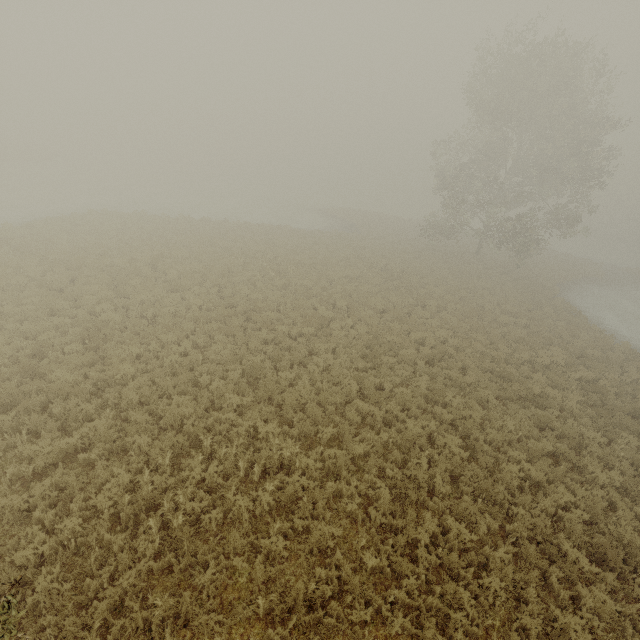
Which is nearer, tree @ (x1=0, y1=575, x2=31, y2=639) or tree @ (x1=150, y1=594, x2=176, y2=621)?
tree @ (x1=0, y1=575, x2=31, y2=639)

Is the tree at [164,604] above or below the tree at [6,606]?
below

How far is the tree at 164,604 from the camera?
5.20m

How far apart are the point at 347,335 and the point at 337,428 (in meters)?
5.96

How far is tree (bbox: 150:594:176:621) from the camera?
5.20m

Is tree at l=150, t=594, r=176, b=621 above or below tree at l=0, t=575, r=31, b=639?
below
